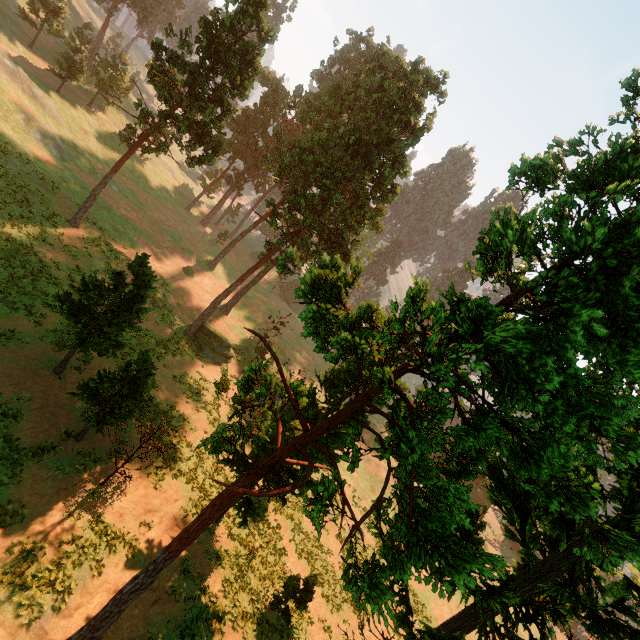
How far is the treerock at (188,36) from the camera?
21.9 meters

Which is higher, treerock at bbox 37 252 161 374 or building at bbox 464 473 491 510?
treerock at bbox 37 252 161 374

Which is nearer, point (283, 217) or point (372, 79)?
point (283, 217)

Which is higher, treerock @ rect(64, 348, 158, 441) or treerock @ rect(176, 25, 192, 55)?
treerock @ rect(176, 25, 192, 55)

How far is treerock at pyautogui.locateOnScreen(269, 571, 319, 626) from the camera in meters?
17.1

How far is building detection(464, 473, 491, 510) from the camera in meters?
55.0

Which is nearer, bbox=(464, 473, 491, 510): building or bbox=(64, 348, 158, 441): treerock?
bbox=(64, 348, 158, 441): treerock

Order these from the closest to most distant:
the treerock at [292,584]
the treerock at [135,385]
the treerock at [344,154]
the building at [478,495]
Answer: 1. the treerock at [344,154]
2. the treerock at [135,385]
3. the treerock at [292,584]
4. the building at [478,495]
